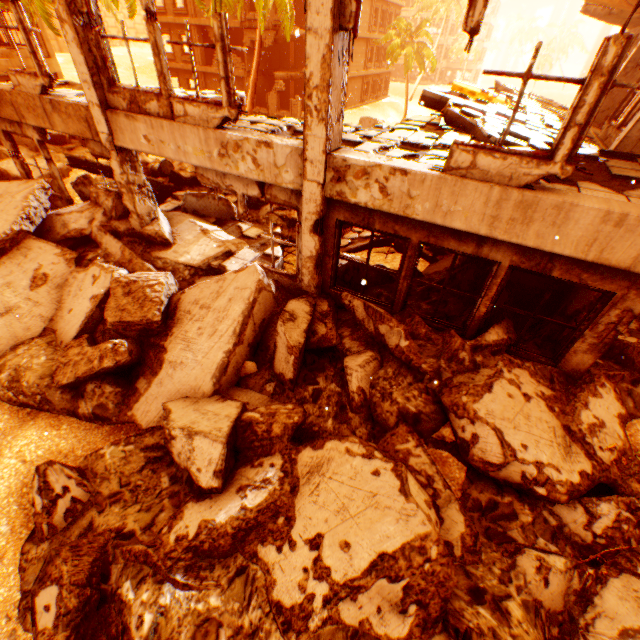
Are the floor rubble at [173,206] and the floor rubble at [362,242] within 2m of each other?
no

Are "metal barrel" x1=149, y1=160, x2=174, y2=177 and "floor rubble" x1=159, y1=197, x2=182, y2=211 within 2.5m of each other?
yes

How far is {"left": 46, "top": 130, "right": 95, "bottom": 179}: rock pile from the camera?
13.96m

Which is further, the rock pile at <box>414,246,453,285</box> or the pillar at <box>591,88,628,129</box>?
the pillar at <box>591,88,628,129</box>

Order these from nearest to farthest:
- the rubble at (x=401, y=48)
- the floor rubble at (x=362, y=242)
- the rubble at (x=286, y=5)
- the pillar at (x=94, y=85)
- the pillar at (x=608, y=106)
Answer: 1. the pillar at (x=94, y=85)
2. the floor rubble at (x=362, y=242)
3. the pillar at (x=608, y=106)
4. the rubble at (x=286, y=5)
5. the rubble at (x=401, y=48)

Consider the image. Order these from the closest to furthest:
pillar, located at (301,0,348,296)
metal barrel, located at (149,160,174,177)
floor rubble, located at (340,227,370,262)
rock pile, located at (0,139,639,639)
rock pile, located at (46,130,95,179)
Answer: rock pile, located at (0,139,639,639) < pillar, located at (301,0,348,296) < floor rubble, located at (340,227,370,262) < metal barrel, located at (149,160,174,177) < rock pile, located at (46,130,95,179)

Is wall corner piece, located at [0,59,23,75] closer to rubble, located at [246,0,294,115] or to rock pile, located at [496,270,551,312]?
rock pile, located at [496,270,551,312]

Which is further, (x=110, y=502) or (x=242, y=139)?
(x=242, y=139)
